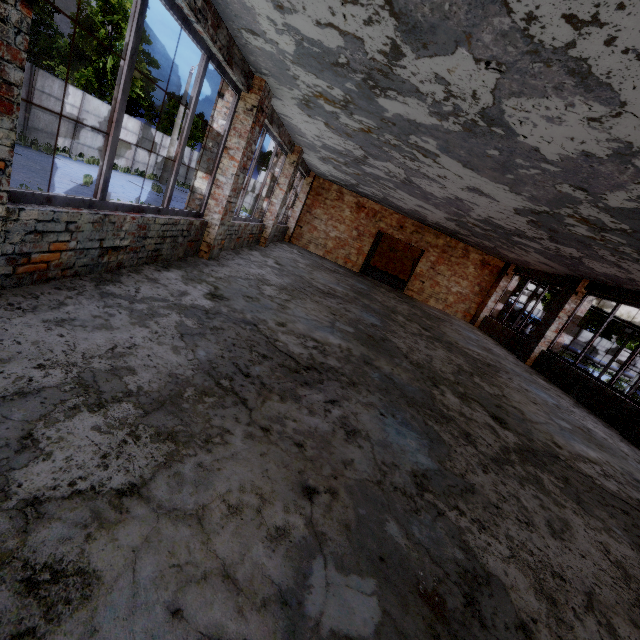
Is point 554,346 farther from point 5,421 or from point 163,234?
point 5,421
